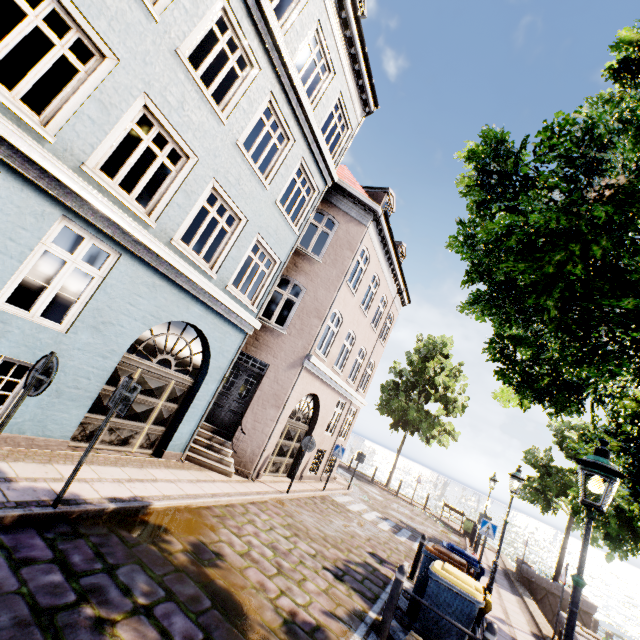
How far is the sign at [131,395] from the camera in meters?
4.8 m

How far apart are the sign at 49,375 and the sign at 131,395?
1.1 meters

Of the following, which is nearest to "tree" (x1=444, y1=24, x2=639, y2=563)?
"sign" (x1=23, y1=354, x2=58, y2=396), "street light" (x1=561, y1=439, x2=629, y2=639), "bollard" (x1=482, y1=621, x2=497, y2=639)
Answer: "street light" (x1=561, y1=439, x2=629, y2=639)

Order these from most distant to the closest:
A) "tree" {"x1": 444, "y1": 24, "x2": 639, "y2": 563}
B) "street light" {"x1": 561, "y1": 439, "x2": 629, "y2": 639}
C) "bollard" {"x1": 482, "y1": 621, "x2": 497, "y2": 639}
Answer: "bollard" {"x1": 482, "y1": 621, "x2": 497, "y2": 639}, "street light" {"x1": 561, "y1": 439, "x2": 629, "y2": 639}, "tree" {"x1": 444, "y1": 24, "x2": 639, "y2": 563}

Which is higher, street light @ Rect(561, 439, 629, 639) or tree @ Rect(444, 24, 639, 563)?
tree @ Rect(444, 24, 639, 563)

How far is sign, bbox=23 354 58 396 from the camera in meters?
3.8 m

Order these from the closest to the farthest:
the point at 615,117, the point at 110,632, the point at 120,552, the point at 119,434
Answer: the point at 615,117 < the point at 110,632 < the point at 120,552 < the point at 119,434

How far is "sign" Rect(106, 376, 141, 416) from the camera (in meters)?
4.84
